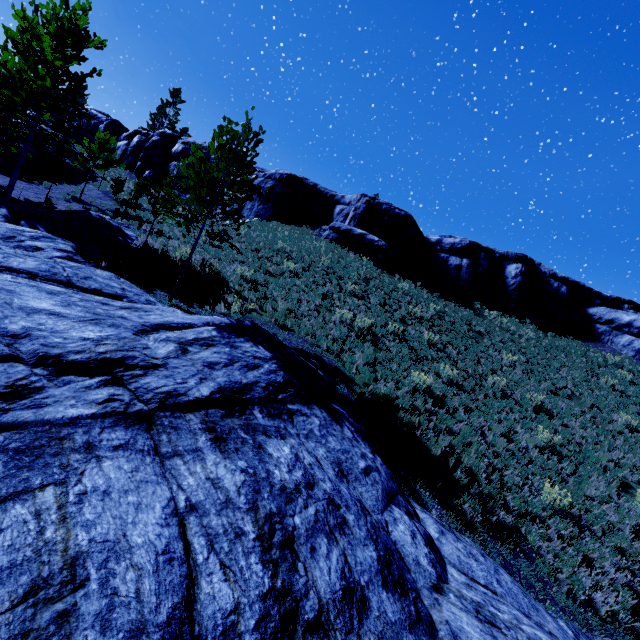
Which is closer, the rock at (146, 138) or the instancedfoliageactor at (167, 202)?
the instancedfoliageactor at (167, 202)

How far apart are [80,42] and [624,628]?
28.8 meters

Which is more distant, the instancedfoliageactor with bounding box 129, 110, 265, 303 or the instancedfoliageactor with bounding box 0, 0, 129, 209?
the instancedfoliageactor with bounding box 0, 0, 129, 209

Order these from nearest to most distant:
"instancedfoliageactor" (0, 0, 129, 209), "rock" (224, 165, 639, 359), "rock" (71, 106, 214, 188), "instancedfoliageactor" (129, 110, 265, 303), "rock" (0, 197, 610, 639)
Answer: "rock" (0, 197, 610, 639), "instancedfoliageactor" (129, 110, 265, 303), "instancedfoliageactor" (0, 0, 129, 209), "rock" (224, 165, 639, 359), "rock" (71, 106, 214, 188)

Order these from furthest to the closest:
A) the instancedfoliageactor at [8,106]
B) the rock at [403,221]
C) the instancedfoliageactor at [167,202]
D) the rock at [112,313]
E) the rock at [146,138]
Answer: the rock at [146,138] < the rock at [403,221] < the instancedfoliageactor at [8,106] < the instancedfoliageactor at [167,202] < the rock at [112,313]

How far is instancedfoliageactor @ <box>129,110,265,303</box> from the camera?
9.67m

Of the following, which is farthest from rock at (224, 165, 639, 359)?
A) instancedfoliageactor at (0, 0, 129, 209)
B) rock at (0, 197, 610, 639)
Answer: rock at (0, 197, 610, 639)
